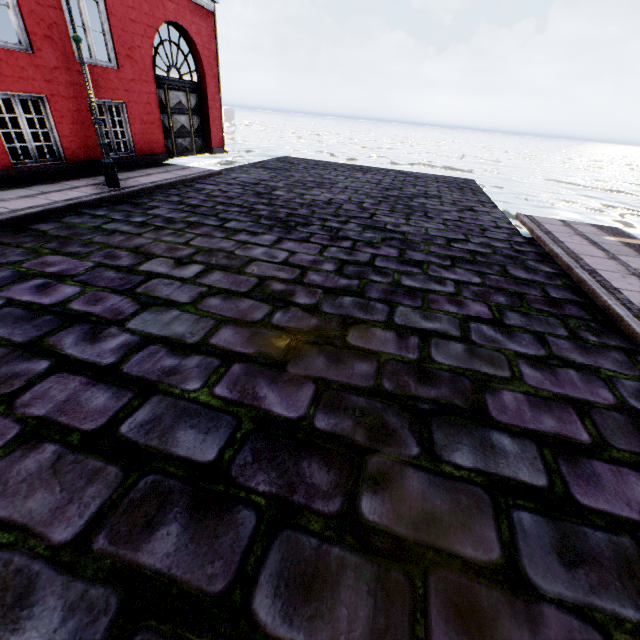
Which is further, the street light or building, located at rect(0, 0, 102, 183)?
building, located at rect(0, 0, 102, 183)

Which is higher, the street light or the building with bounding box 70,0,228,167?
the building with bounding box 70,0,228,167

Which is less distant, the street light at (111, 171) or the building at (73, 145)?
the street light at (111, 171)

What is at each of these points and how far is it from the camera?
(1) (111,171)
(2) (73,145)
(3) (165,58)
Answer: (1) street light, 6.2 meters
(2) building, 7.0 meters
(3) building, 11.3 meters

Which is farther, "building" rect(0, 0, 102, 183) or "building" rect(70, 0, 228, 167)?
"building" rect(70, 0, 228, 167)

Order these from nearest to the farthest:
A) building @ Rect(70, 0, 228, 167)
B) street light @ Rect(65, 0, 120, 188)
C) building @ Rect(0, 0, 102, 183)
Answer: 1. street light @ Rect(65, 0, 120, 188)
2. building @ Rect(0, 0, 102, 183)
3. building @ Rect(70, 0, 228, 167)

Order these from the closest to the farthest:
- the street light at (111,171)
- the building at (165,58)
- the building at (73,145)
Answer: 1. the street light at (111,171)
2. the building at (73,145)
3. the building at (165,58)
